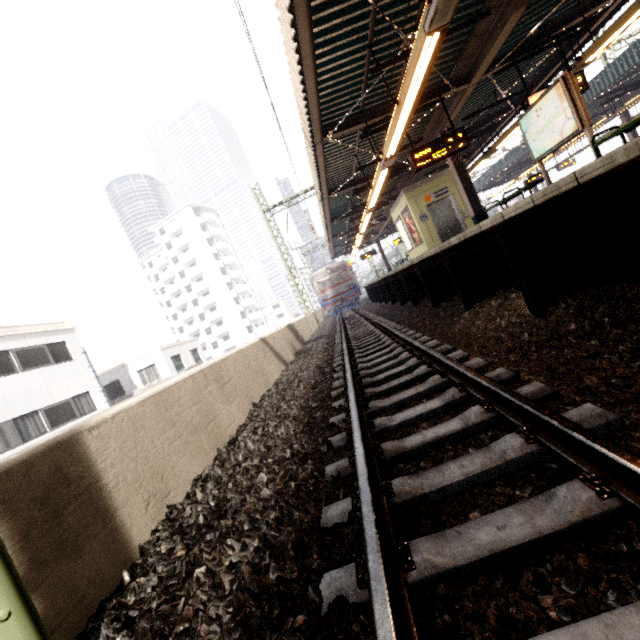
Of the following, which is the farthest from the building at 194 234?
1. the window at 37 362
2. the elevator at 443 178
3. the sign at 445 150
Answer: the sign at 445 150

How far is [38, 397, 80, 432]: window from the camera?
14.8 meters

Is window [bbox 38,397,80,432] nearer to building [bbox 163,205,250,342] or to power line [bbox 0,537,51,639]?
power line [bbox 0,537,51,639]

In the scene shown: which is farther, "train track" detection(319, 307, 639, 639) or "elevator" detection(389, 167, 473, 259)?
"elevator" detection(389, 167, 473, 259)

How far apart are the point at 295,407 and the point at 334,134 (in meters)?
7.89

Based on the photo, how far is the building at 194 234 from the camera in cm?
5903

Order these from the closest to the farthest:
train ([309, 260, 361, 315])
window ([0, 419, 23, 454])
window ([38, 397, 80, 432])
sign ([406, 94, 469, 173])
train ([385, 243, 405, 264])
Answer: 1. sign ([406, 94, 469, 173])
2. window ([0, 419, 23, 454])
3. window ([38, 397, 80, 432])
4. train ([309, 260, 361, 315])
5. train ([385, 243, 405, 264])

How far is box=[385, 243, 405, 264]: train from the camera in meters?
38.3
